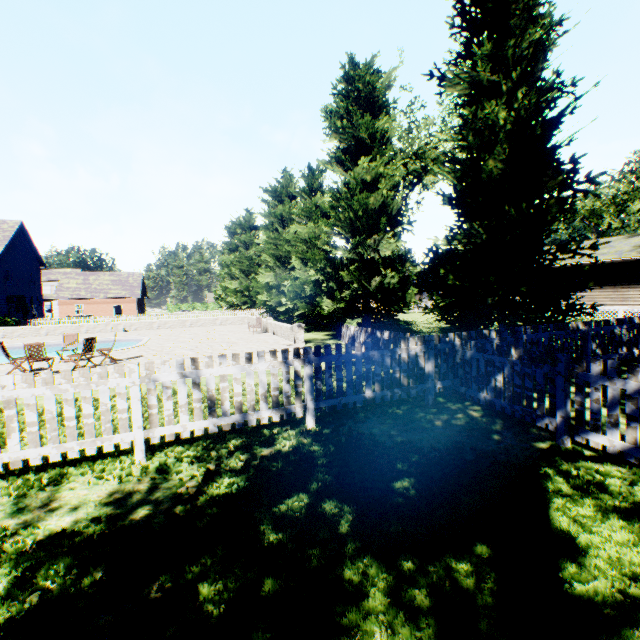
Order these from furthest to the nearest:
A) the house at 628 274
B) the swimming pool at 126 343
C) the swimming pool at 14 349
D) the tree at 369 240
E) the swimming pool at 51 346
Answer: the house at 628 274, the swimming pool at 51 346, the swimming pool at 14 349, the swimming pool at 126 343, the tree at 369 240

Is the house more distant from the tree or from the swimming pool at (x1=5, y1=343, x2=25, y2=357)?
the swimming pool at (x1=5, y1=343, x2=25, y2=357)

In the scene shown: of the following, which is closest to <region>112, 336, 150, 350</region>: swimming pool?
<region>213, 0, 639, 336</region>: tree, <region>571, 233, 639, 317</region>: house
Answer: <region>213, 0, 639, 336</region>: tree

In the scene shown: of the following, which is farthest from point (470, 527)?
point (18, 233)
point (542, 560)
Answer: point (18, 233)

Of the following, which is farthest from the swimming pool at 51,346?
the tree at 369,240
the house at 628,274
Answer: the house at 628,274

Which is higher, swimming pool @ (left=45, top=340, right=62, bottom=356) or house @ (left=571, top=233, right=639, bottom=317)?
house @ (left=571, top=233, right=639, bottom=317)

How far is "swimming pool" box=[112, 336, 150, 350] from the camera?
16.5 meters

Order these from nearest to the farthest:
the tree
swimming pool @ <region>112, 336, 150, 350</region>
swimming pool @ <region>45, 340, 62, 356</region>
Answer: the tree
swimming pool @ <region>112, 336, 150, 350</region>
swimming pool @ <region>45, 340, 62, 356</region>
